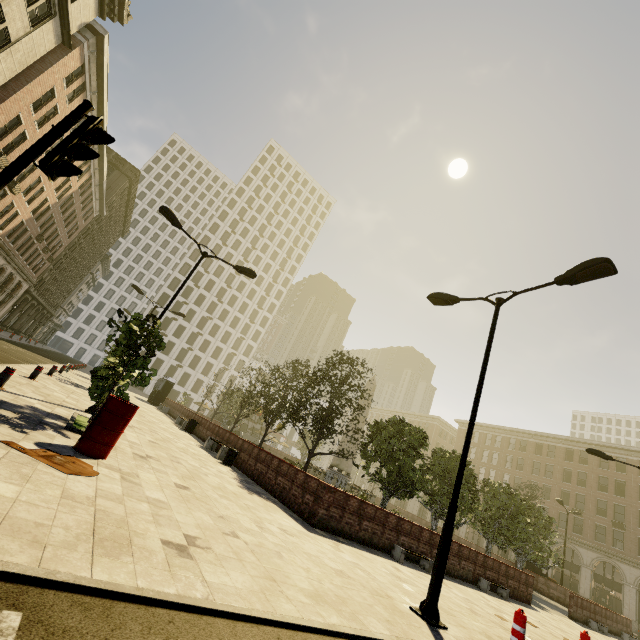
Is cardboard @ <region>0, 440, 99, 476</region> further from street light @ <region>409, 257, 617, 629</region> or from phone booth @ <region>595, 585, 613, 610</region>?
phone booth @ <region>595, 585, 613, 610</region>

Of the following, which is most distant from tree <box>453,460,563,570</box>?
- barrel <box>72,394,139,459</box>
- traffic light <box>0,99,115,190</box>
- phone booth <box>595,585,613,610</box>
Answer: traffic light <box>0,99,115,190</box>

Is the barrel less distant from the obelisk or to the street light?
the street light

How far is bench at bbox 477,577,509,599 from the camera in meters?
13.0

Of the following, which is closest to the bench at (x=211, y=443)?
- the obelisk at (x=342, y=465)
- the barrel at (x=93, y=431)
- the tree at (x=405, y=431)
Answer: the tree at (x=405, y=431)

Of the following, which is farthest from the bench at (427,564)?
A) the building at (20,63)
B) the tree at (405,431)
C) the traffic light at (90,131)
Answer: the building at (20,63)

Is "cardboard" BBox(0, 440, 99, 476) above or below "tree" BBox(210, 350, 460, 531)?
below

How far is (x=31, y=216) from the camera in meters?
29.6
